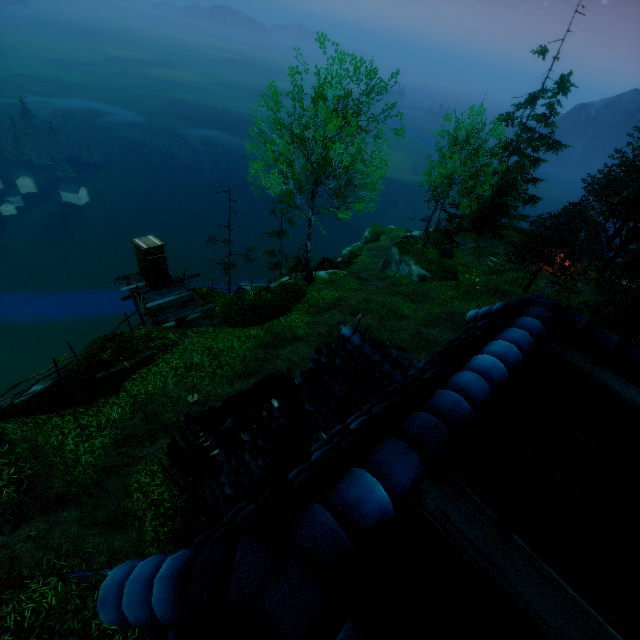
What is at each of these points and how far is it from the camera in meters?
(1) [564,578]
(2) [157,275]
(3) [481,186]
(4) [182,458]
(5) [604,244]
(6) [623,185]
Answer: (1) building, 1.4 m
(2) outhouse door, 17.8 m
(3) tree, 35.3 m
(4) log, 10.2 m
(5) building, 27.0 m
(6) tree, 27.2 m

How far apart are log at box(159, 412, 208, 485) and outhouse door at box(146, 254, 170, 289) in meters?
9.9

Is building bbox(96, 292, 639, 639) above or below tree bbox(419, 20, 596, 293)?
above

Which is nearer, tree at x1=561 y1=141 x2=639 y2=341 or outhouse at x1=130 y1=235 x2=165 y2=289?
outhouse at x1=130 y1=235 x2=165 y2=289

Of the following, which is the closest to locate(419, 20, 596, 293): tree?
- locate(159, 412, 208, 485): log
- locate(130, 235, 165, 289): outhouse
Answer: locate(130, 235, 165, 289): outhouse

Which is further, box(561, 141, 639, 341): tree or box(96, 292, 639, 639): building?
box(561, 141, 639, 341): tree

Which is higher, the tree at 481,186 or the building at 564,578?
the building at 564,578

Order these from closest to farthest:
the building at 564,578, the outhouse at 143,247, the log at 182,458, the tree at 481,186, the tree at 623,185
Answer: the building at 564,578
the log at 182,458
the outhouse at 143,247
the tree at 623,185
the tree at 481,186
